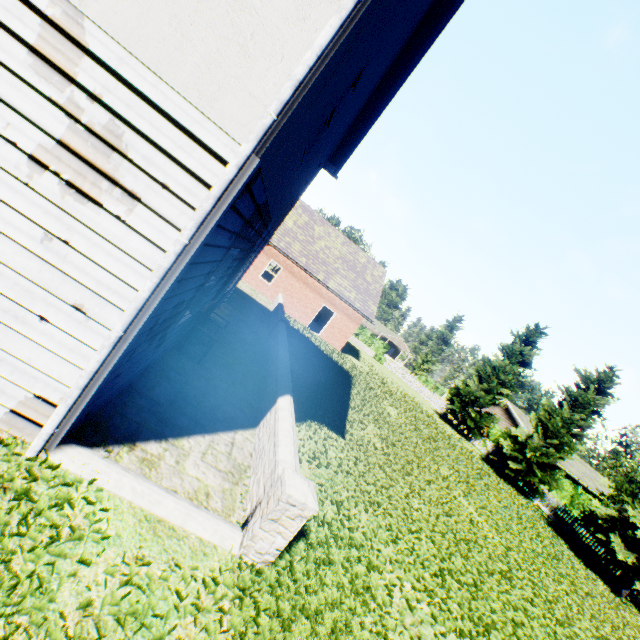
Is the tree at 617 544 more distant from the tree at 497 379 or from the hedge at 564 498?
the hedge at 564 498

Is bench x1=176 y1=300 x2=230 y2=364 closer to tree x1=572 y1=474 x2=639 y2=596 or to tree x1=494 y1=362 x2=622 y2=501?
tree x1=494 y1=362 x2=622 y2=501

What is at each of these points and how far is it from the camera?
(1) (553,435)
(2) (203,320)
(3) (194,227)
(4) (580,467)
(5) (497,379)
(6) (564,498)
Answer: (1) tree, 21.7m
(2) bench, 7.5m
(3) drain pipe, 2.8m
(4) house, 36.8m
(5) tree, 28.8m
(6) hedge, 29.8m

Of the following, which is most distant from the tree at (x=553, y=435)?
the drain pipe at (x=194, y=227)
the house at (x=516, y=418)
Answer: the drain pipe at (x=194, y=227)

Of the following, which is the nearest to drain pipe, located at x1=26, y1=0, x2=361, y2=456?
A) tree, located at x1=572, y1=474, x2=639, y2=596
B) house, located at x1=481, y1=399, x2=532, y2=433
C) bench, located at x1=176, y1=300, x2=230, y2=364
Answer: bench, located at x1=176, y1=300, x2=230, y2=364

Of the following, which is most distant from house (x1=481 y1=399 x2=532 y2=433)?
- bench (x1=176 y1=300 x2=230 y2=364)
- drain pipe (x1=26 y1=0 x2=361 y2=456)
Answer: drain pipe (x1=26 y1=0 x2=361 y2=456)

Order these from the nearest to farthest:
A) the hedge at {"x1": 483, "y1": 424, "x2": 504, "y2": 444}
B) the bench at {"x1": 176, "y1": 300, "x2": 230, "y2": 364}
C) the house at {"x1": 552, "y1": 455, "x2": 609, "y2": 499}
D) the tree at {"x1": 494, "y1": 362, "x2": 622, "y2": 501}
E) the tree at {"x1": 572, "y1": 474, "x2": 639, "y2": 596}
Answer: the bench at {"x1": 176, "y1": 300, "x2": 230, "y2": 364}, the tree at {"x1": 572, "y1": 474, "x2": 639, "y2": 596}, the tree at {"x1": 494, "y1": 362, "x2": 622, "y2": 501}, the hedge at {"x1": 483, "y1": 424, "x2": 504, "y2": 444}, the house at {"x1": 552, "y1": 455, "x2": 609, "y2": 499}

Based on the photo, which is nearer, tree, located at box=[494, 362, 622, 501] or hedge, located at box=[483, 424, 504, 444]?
tree, located at box=[494, 362, 622, 501]
